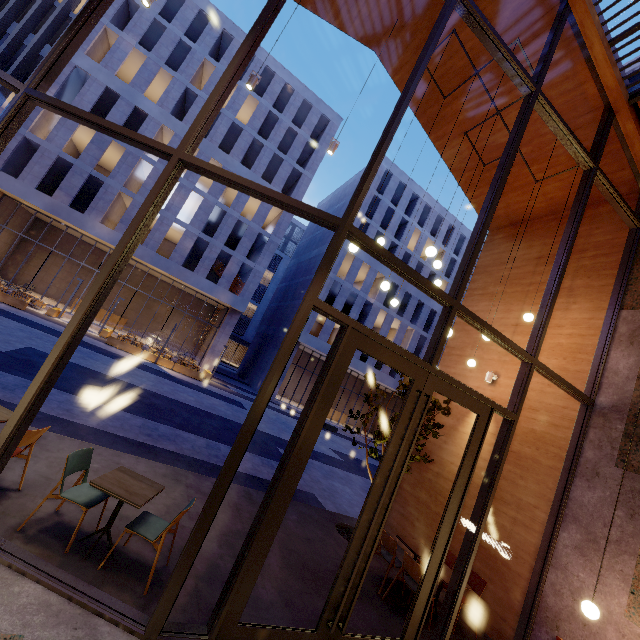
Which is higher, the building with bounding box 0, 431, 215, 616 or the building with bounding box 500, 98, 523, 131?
the building with bounding box 500, 98, 523, 131

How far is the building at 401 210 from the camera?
32.8m

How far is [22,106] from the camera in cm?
412

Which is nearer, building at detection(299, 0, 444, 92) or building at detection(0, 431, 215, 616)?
building at detection(0, 431, 215, 616)

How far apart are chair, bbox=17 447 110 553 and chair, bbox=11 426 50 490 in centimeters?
57cm

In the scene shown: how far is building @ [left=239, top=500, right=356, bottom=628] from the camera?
4.04m

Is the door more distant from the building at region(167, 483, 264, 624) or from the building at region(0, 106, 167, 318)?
the building at region(0, 106, 167, 318)

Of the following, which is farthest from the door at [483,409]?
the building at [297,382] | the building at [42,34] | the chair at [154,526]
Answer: the building at [297,382]
